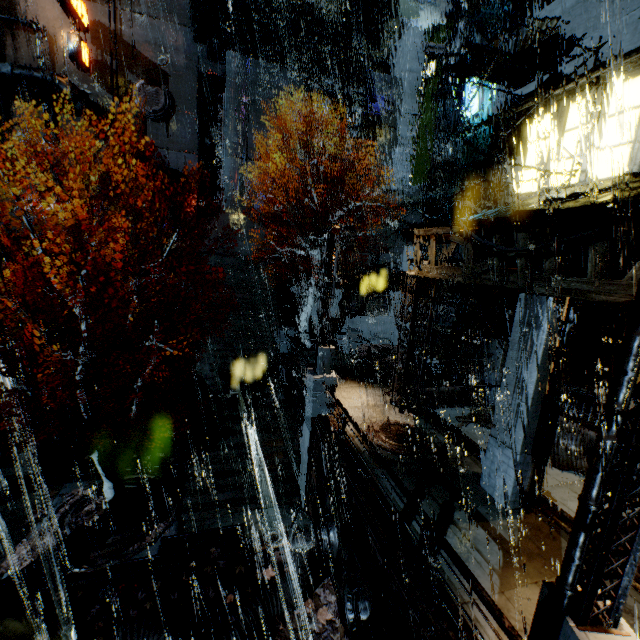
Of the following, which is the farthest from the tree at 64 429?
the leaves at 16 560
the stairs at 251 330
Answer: the stairs at 251 330

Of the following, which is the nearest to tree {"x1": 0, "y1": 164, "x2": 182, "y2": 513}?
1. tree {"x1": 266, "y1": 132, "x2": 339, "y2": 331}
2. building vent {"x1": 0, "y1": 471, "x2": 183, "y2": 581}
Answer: building vent {"x1": 0, "y1": 471, "x2": 183, "y2": 581}

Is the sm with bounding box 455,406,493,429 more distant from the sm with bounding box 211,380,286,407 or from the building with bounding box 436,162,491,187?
the sm with bounding box 211,380,286,407

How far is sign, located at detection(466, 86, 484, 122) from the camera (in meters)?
16.94

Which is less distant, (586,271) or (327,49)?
(586,271)

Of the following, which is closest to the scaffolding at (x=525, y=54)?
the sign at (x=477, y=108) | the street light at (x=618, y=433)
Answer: the sign at (x=477, y=108)

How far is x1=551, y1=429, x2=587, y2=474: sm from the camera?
10.77m

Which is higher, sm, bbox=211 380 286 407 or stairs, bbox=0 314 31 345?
stairs, bbox=0 314 31 345
